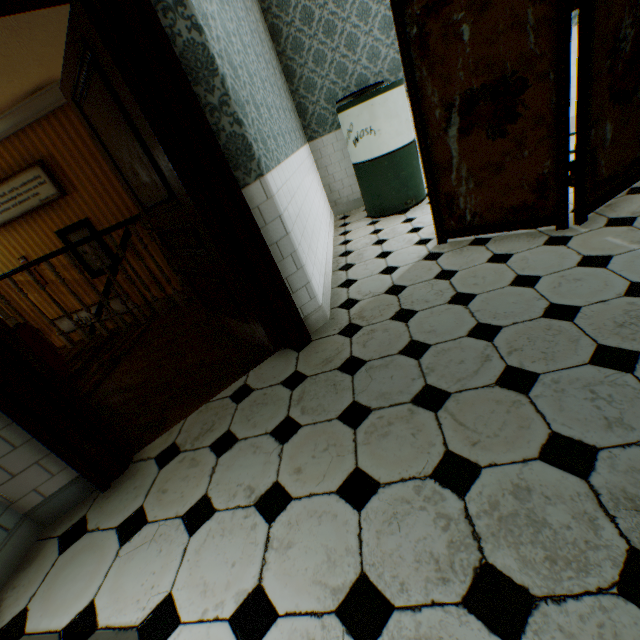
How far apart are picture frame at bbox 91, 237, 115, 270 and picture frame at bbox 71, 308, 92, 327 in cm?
45

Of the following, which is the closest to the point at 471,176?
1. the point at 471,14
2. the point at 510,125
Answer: A: the point at 510,125

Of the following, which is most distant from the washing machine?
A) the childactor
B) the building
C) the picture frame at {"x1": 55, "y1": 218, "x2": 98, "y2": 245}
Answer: the picture frame at {"x1": 55, "y1": 218, "x2": 98, "y2": 245}

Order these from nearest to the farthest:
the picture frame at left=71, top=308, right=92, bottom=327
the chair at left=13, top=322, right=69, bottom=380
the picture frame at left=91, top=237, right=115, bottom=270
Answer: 1. the chair at left=13, top=322, right=69, bottom=380
2. the picture frame at left=91, top=237, right=115, bottom=270
3. the picture frame at left=71, top=308, right=92, bottom=327

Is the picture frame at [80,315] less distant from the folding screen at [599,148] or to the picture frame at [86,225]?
the picture frame at [86,225]

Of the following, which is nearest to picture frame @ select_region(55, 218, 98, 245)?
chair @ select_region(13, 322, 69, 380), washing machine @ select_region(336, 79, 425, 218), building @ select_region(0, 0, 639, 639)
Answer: building @ select_region(0, 0, 639, 639)

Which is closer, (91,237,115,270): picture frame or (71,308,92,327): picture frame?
(91,237,115,270): picture frame

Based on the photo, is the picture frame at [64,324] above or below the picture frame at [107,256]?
below
